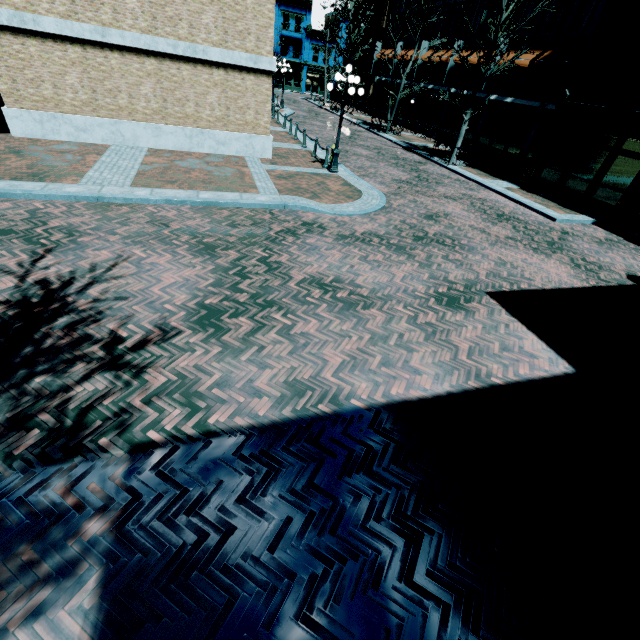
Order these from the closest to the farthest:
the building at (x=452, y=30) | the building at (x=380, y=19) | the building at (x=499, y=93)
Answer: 1. the building at (x=499, y=93)
2. the building at (x=452, y=30)
3. the building at (x=380, y=19)

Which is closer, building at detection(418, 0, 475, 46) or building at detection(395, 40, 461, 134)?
building at detection(418, 0, 475, 46)

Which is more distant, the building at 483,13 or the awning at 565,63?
the building at 483,13

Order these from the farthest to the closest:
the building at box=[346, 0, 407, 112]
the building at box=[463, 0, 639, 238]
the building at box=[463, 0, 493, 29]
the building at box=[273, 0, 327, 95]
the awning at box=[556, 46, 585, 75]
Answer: the building at box=[273, 0, 327, 95] → the building at box=[346, 0, 407, 112] → the building at box=[463, 0, 493, 29] → the awning at box=[556, 46, 585, 75] → the building at box=[463, 0, 639, 238]

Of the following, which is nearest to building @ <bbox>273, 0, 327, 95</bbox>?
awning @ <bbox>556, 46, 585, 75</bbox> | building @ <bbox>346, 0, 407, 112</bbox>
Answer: building @ <bbox>346, 0, 407, 112</bbox>

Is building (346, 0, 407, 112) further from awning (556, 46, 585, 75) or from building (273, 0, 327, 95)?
building (273, 0, 327, 95)

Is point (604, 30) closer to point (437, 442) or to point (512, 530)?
point (437, 442)
